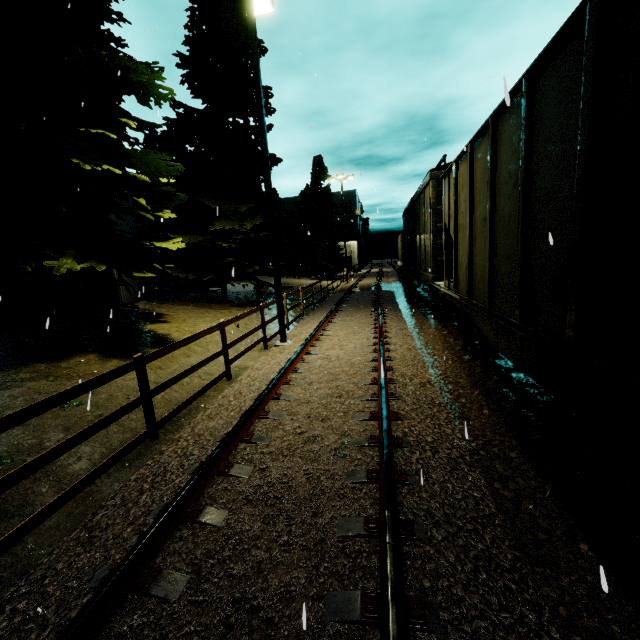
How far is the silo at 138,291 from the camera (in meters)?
11.64

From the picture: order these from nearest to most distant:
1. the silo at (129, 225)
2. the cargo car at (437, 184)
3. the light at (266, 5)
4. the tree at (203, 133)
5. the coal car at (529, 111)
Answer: the coal car at (529, 111), the tree at (203, 133), the light at (266, 5), the cargo car at (437, 184), the silo at (129, 225)

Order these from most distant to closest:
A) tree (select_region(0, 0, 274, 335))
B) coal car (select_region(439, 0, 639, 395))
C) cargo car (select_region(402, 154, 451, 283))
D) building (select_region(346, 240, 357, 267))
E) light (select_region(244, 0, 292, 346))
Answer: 1. building (select_region(346, 240, 357, 267))
2. cargo car (select_region(402, 154, 451, 283))
3. light (select_region(244, 0, 292, 346))
4. tree (select_region(0, 0, 274, 335))
5. coal car (select_region(439, 0, 639, 395))

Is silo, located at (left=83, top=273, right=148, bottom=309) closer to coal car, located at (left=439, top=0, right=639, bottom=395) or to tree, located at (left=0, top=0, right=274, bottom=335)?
tree, located at (left=0, top=0, right=274, bottom=335)

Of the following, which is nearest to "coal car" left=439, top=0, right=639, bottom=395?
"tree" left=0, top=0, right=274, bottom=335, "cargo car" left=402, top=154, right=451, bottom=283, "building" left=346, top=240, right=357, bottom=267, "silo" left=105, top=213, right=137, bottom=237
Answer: "cargo car" left=402, top=154, right=451, bottom=283

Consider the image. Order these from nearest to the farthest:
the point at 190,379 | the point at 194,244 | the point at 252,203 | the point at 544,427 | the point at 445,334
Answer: the point at 544,427 → the point at 190,379 → the point at 445,334 → the point at 194,244 → the point at 252,203

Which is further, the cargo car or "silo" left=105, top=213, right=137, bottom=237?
"silo" left=105, top=213, right=137, bottom=237

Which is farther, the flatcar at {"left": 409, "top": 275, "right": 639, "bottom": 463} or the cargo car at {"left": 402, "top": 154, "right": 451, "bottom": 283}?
the cargo car at {"left": 402, "top": 154, "right": 451, "bottom": 283}
